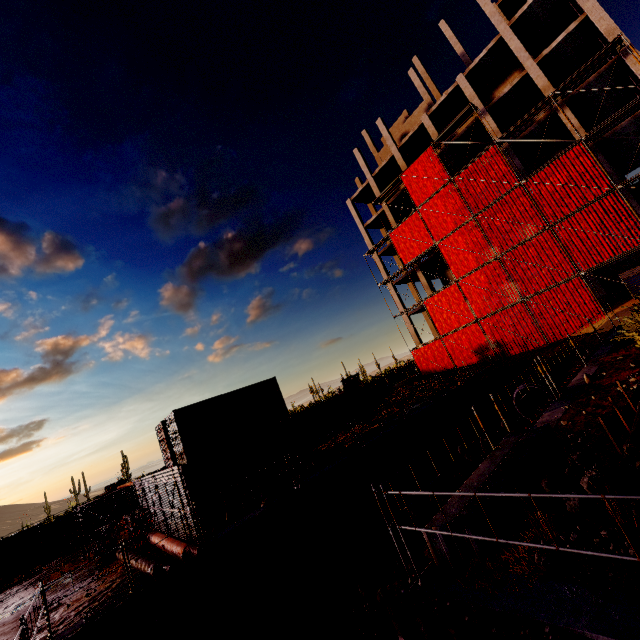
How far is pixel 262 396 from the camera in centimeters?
1892cm

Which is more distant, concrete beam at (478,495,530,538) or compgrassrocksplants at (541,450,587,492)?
compgrassrocksplants at (541,450,587,492)

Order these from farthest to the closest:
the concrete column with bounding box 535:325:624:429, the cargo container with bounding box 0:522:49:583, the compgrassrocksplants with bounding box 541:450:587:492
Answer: the cargo container with bounding box 0:522:49:583, the concrete column with bounding box 535:325:624:429, the compgrassrocksplants with bounding box 541:450:587:492

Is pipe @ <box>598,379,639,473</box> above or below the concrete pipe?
above

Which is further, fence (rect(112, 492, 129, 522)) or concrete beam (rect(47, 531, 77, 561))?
fence (rect(112, 492, 129, 522))

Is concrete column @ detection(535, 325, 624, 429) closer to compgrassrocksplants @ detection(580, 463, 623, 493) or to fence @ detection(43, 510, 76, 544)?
compgrassrocksplants @ detection(580, 463, 623, 493)

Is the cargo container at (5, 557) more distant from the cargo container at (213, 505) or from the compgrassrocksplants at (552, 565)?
the compgrassrocksplants at (552, 565)

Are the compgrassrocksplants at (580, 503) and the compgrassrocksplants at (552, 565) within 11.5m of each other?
yes
